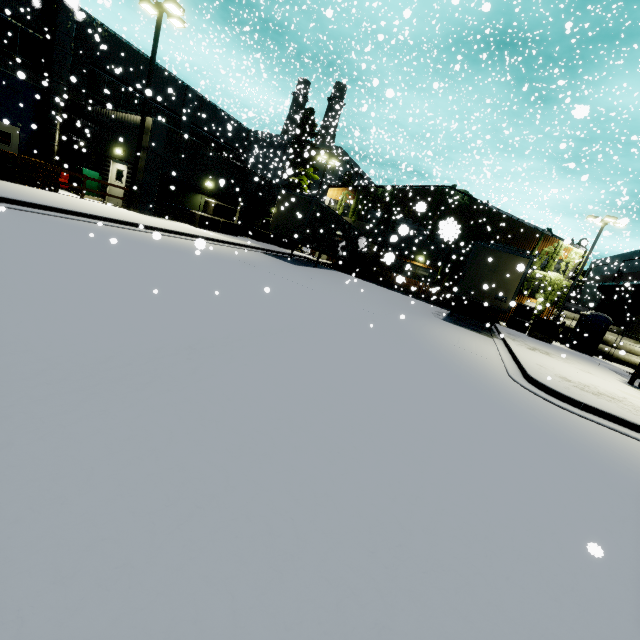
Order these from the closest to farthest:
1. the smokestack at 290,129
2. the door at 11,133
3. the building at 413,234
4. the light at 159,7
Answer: the light at 159,7 < the door at 11,133 < the building at 413,234 < the smokestack at 290,129

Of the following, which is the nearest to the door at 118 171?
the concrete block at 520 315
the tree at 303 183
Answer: the tree at 303 183

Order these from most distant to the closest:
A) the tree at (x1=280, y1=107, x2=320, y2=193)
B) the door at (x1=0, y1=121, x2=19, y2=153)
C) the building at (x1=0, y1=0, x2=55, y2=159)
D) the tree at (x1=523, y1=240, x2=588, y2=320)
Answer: the tree at (x1=280, y1=107, x2=320, y2=193)
the tree at (x1=523, y1=240, x2=588, y2=320)
the door at (x1=0, y1=121, x2=19, y2=153)
the building at (x1=0, y1=0, x2=55, y2=159)

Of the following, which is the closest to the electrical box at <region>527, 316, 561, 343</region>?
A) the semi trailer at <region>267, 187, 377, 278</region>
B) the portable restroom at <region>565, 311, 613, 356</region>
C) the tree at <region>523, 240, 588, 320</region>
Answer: the semi trailer at <region>267, 187, 377, 278</region>

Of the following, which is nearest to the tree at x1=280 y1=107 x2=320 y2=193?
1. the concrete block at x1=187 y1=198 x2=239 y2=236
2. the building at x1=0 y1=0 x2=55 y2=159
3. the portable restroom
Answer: the building at x1=0 y1=0 x2=55 y2=159

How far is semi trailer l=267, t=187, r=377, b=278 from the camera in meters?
19.7 m

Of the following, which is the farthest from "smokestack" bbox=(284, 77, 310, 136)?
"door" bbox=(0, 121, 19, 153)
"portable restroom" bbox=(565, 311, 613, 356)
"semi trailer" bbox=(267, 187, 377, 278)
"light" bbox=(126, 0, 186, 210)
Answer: "portable restroom" bbox=(565, 311, 613, 356)

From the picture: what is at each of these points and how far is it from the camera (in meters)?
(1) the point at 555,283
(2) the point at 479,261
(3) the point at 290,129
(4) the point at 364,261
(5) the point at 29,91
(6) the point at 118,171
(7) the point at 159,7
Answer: (1) tree, 26.80
(2) semi trailer, 15.77
(3) smokestack, 21.22
(4) semi trailer, 31.59
(5) building, 18.28
(6) door, 18.67
(7) light, 15.37
